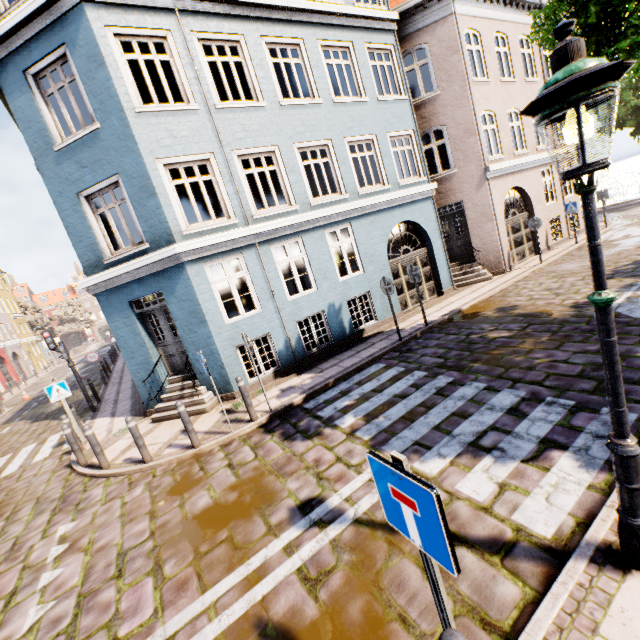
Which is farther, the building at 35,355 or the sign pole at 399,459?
the building at 35,355

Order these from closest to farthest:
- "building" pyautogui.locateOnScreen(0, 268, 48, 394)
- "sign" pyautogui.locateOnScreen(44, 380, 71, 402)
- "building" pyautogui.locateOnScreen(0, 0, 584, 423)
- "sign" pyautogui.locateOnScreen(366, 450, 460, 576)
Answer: "sign" pyautogui.locateOnScreen(366, 450, 460, 576), "building" pyautogui.locateOnScreen(0, 0, 584, 423), "sign" pyautogui.locateOnScreen(44, 380, 71, 402), "building" pyautogui.locateOnScreen(0, 268, 48, 394)

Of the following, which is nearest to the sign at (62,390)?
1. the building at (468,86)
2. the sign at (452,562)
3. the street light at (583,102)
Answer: the building at (468,86)

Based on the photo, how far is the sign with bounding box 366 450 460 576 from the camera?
1.5m

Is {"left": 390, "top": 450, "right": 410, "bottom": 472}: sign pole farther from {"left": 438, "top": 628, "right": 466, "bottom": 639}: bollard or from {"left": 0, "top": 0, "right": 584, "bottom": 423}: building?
{"left": 0, "top": 0, "right": 584, "bottom": 423}: building

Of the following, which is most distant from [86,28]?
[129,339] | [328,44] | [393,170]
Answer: [393,170]

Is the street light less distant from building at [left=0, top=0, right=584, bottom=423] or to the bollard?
the bollard

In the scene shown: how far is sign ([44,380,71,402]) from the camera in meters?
9.1
